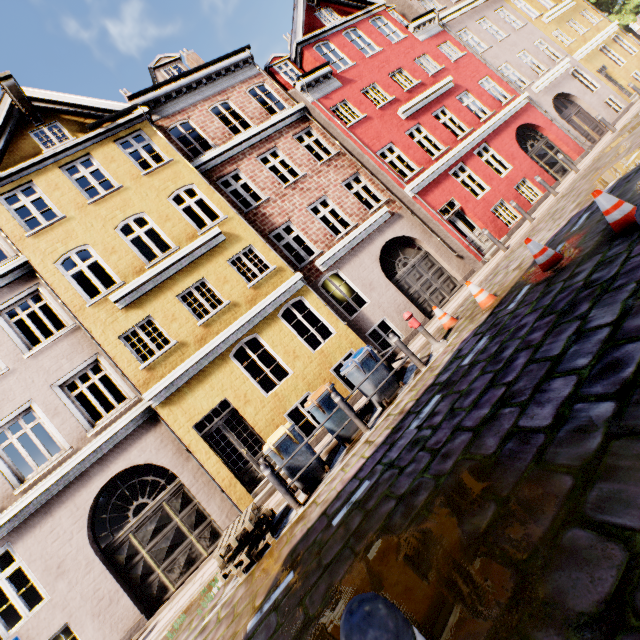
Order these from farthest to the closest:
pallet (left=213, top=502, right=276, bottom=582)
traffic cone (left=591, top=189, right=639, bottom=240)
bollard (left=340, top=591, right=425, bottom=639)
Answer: pallet (left=213, top=502, right=276, bottom=582) < traffic cone (left=591, top=189, right=639, bottom=240) < bollard (left=340, top=591, right=425, bottom=639)

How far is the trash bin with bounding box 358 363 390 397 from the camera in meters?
7.4

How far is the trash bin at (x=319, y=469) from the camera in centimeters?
656cm

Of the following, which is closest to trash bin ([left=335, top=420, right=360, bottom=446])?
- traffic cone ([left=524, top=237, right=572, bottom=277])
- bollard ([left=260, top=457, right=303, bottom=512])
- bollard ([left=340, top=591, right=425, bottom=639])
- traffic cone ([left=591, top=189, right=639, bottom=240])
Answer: bollard ([left=260, top=457, right=303, bottom=512])

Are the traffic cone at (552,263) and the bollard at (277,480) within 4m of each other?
no

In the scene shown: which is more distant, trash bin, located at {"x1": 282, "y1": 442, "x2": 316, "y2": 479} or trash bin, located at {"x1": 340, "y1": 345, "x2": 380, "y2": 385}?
trash bin, located at {"x1": 340, "y1": 345, "x2": 380, "y2": 385}

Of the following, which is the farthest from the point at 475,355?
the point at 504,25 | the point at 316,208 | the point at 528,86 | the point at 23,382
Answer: the point at 504,25

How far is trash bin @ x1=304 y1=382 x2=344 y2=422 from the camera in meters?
7.2 m
